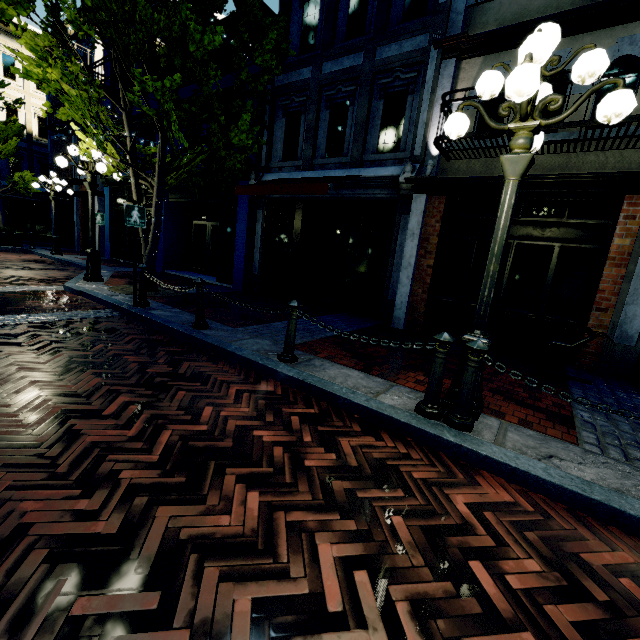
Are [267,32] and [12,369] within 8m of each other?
no

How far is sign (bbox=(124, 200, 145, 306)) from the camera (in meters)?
5.99

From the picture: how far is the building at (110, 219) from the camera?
15.1 meters

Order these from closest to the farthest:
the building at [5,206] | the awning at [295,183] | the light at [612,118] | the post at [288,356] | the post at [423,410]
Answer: the light at [612,118] < the post at [423,410] < the post at [288,356] < the awning at [295,183] < the building at [5,206]

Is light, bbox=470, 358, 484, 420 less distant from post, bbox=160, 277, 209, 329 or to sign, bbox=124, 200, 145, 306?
post, bbox=160, 277, 209, 329

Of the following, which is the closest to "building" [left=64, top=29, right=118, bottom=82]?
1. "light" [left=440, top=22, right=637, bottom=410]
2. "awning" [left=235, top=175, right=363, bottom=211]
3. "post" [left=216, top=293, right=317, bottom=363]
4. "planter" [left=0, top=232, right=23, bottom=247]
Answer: "awning" [left=235, top=175, right=363, bottom=211]

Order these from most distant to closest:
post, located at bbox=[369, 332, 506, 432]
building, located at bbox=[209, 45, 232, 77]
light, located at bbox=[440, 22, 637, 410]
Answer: building, located at bbox=[209, 45, 232, 77] < post, located at bbox=[369, 332, 506, 432] < light, located at bbox=[440, 22, 637, 410]

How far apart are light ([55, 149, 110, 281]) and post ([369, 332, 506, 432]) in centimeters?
898cm
